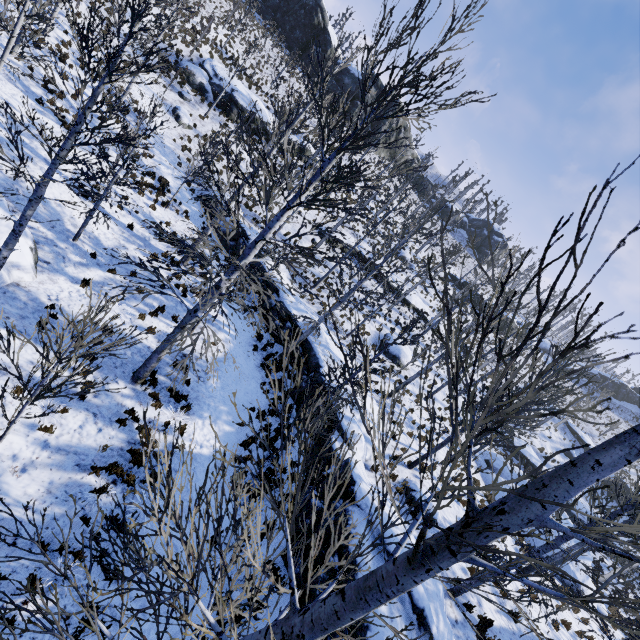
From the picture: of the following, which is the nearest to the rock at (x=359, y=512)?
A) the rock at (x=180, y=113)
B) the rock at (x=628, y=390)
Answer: the rock at (x=180, y=113)

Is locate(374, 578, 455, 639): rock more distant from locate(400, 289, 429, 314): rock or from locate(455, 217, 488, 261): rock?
locate(455, 217, 488, 261): rock

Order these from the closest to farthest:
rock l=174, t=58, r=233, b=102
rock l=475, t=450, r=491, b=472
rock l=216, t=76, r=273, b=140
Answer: rock l=475, t=450, r=491, b=472
rock l=174, t=58, r=233, b=102
rock l=216, t=76, r=273, b=140

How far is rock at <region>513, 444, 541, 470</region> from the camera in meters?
28.7

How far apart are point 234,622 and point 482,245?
64.5m

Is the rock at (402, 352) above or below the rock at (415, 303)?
below

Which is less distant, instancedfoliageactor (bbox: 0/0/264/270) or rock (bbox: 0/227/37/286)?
instancedfoliageactor (bbox: 0/0/264/270)

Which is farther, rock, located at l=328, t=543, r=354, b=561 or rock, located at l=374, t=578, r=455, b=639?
rock, located at l=328, t=543, r=354, b=561
